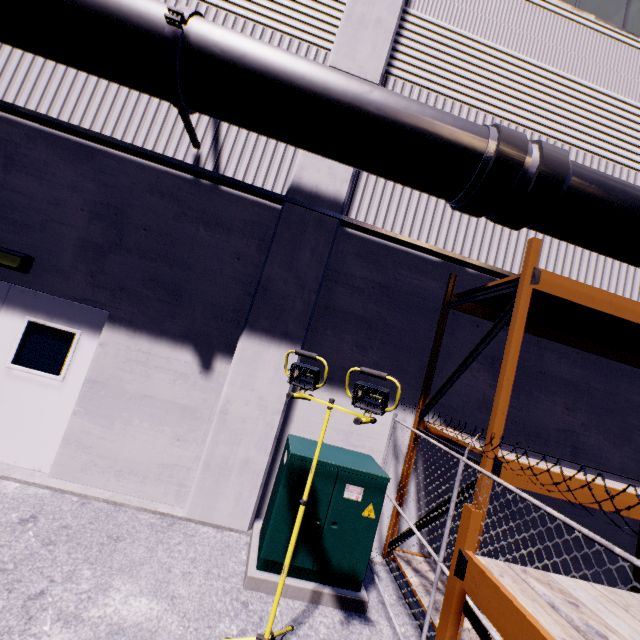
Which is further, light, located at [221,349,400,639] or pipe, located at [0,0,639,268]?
pipe, located at [0,0,639,268]

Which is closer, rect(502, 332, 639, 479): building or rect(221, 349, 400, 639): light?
rect(221, 349, 400, 639): light

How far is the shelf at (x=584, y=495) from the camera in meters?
3.5 m

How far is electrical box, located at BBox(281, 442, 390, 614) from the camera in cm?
378

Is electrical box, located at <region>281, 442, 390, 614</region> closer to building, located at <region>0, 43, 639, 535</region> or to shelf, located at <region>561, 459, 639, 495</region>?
building, located at <region>0, 43, 639, 535</region>

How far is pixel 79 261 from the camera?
4.9m

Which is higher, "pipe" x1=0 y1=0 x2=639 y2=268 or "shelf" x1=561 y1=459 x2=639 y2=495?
"pipe" x1=0 y1=0 x2=639 y2=268

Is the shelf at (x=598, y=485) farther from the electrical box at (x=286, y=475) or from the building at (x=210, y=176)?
the electrical box at (x=286, y=475)
